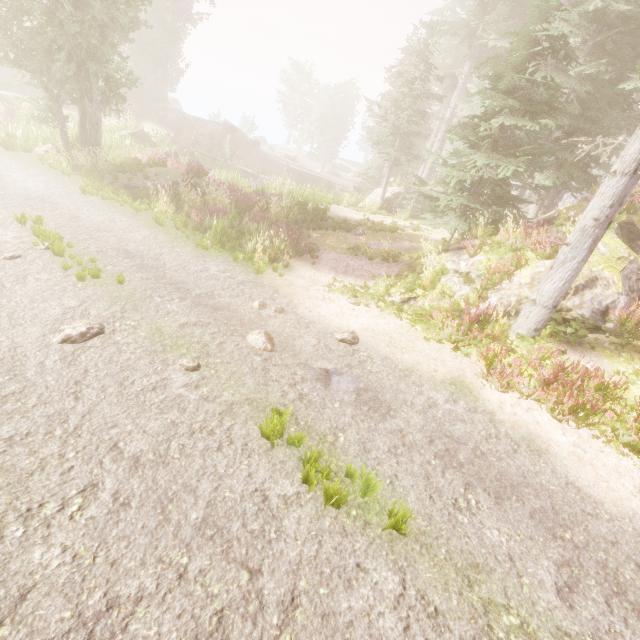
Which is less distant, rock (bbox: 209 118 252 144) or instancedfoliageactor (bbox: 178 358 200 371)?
instancedfoliageactor (bbox: 178 358 200 371)

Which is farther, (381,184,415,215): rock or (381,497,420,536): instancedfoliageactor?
(381,184,415,215): rock

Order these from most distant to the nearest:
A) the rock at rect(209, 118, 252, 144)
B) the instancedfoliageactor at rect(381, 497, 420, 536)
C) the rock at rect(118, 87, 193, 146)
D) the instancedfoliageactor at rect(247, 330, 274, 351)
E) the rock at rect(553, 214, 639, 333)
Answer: the rock at rect(209, 118, 252, 144)
the rock at rect(118, 87, 193, 146)
the rock at rect(553, 214, 639, 333)
the instancedfoliageactor at rect(247, 330, 274, 351)
the instancedfoliageactor at rect(381, 497, 420, 536)

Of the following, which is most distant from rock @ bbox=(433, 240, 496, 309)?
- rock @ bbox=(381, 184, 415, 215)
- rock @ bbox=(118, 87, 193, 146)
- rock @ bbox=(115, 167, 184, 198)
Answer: rock @ bbox=(118, 87, 193, 146)

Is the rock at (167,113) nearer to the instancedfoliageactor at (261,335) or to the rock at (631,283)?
the instancedfoliageactor at (261,335)

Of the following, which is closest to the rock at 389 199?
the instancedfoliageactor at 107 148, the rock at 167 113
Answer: the instancedfoliageactor at 107 148

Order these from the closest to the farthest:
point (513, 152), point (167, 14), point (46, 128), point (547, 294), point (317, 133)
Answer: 1. point (547, 294)
2. point (513, 152)
3. point (46, 128)
4. point (167, 14)
5. point (317, 133)

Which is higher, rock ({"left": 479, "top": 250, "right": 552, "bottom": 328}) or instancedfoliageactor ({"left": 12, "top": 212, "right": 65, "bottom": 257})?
rock ({"left": 479, "top": 250, "right": 552, "bottom": 328})
